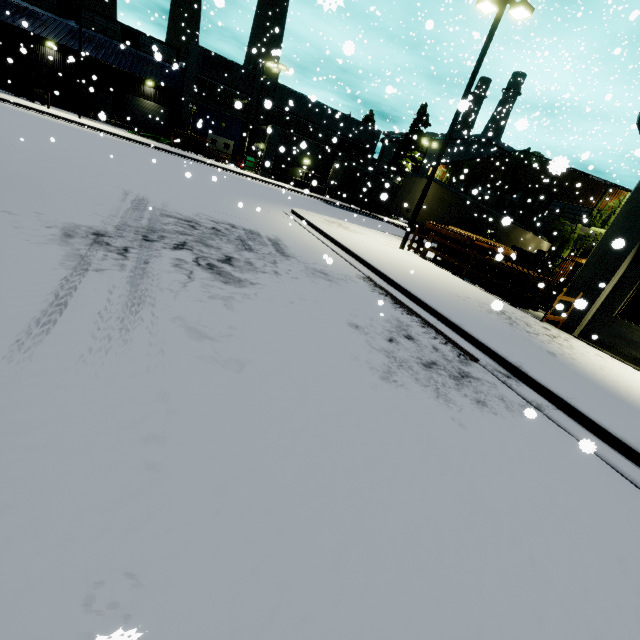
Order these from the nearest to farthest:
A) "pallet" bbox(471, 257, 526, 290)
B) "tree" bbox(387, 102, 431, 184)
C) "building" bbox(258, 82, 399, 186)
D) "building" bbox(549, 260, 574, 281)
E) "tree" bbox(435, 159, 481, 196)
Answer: "pallet" bbox(471, 257, 526, 290) < "building" bbox(549, 260, 574, 281) < "building" bbox(258, 82, 399, 186) < "tree" bbox(435, 159, 481, 196) < "tree" bbox(387, 102, 431, 184)

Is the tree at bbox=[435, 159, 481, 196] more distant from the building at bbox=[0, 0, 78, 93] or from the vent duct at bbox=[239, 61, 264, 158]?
the vent duct at bbox=[239, 61, 264, 158]

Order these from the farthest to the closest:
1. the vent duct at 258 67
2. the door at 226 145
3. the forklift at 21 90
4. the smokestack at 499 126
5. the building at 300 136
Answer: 1. the smokestack at 499 126
2. the door at 226 145
3. the vent duct at 258 67
4. the building at 300 136
5. the forklift at 21 90

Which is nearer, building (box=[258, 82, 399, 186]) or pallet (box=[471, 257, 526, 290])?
pallet (box=[471, 257, 526, 290])

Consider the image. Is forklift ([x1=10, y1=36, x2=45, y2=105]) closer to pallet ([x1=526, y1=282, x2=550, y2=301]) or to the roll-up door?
the roll-up door

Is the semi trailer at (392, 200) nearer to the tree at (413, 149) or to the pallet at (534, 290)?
the tree at (413, 149)

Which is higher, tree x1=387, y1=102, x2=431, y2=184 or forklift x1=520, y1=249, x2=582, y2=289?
tree x1=387, y1=102, x2=431, y2=184

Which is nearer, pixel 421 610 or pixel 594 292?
pixel 421 610
